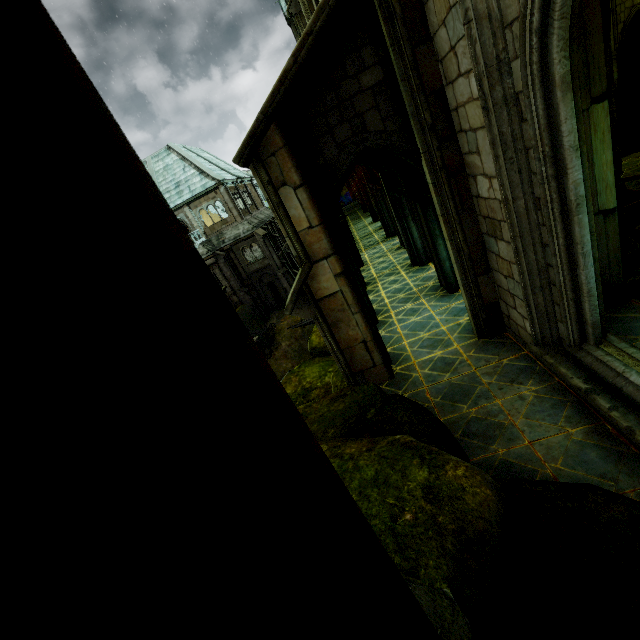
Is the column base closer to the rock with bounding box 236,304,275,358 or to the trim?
the trim

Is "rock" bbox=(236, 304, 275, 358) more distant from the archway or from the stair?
the stair

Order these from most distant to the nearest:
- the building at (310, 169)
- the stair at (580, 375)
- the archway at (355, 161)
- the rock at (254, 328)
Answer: the rock at (254, 328), the archway at (355, 161), the building at (310, 169), the stair at (580, 375)

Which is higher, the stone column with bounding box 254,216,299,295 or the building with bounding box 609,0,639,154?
the building with bounding box 609,0,639,154

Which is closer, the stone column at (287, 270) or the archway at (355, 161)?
the archway at (355, 161)

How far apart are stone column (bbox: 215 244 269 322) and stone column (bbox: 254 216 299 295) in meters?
3.6 m

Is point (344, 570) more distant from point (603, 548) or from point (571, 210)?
point (571, 210)

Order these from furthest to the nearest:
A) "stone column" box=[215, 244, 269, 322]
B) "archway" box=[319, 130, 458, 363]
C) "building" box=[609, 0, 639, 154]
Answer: "stone column" box=[215, 244, 269, 322] < "building" box=[609, 0, 639, 154] < "archway" box=[319, 130, 458, 363]
